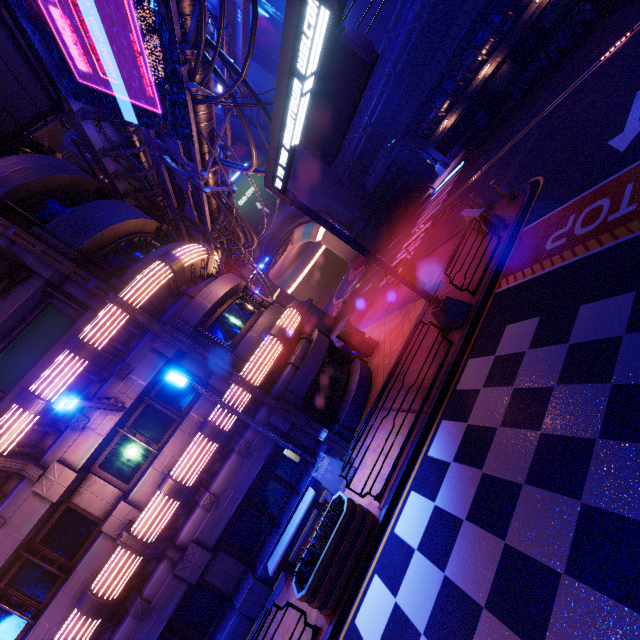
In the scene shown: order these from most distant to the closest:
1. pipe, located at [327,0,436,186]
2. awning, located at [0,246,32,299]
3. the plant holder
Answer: pipe, located at [327,0,436,186], awning, located at [0,246,32,299], the plant holder

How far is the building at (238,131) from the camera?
→ 37.78m

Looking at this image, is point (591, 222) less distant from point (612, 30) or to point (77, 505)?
point (612, 30)

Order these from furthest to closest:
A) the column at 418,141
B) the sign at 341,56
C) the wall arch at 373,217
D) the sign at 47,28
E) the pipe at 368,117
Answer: the wall arch at 373,217 < the column at 418,141 < the pipe at 368,117 < the sign at 47,28 < the sign at 341,56

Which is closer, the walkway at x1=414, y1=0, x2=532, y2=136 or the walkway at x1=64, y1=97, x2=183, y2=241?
the walkway at x1=64, y1=97, x2=183, y2=241

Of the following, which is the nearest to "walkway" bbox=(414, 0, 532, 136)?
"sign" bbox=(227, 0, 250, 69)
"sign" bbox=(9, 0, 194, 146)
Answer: "sign" bbox=(227, 0, 250, 69)

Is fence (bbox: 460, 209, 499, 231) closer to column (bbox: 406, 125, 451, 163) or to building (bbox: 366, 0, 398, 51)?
column (bbox: 406, 125, 451, 163)

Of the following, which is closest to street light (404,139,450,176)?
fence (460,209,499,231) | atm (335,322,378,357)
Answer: fence (460,209,499,231)
